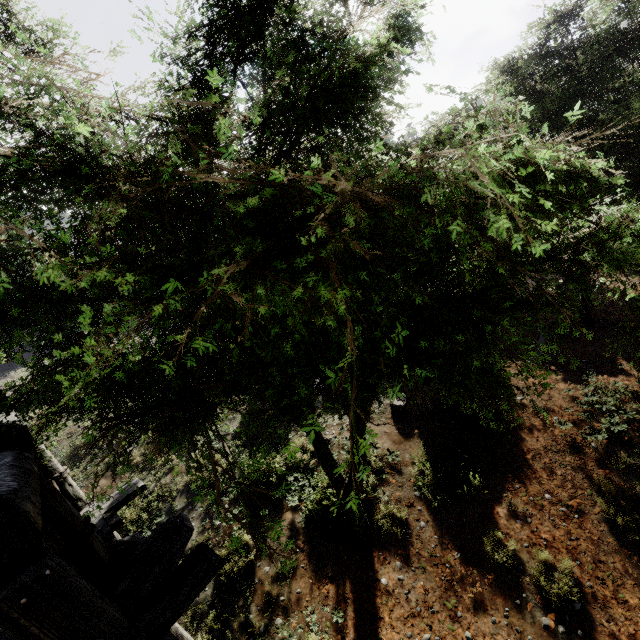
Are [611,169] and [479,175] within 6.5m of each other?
yes
